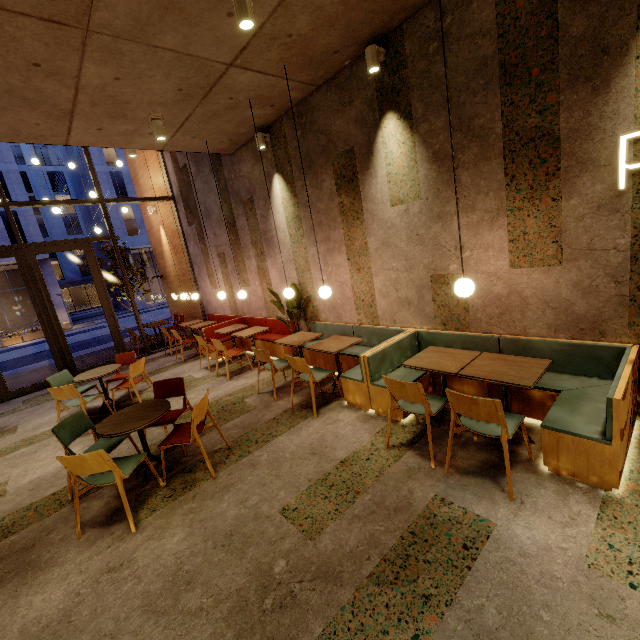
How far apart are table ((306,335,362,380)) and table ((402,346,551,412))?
1.1 meters

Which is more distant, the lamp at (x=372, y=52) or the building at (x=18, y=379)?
→ the building at (x=18, y=379)

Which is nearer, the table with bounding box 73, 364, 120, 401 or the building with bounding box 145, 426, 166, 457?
the building with bounding box 145, 426, 166, 457

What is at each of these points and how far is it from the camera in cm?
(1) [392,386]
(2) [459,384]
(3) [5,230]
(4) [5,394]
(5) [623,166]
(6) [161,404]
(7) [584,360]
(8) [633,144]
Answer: (1) chair, 324
(2) seat, 400
(3) building, 2472
(4) door, 785
(5) art letters, 278
(6) table, 382
(7) seat, 331
(8) building, 272

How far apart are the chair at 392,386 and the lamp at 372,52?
3.9m

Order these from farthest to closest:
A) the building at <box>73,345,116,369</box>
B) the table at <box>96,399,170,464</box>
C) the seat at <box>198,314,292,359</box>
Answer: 1. the building at <box>73,345,116,369</box>
2. the seat at <box>198,314,292,359</box>
3. the table at <box>96,399,170,464</box>

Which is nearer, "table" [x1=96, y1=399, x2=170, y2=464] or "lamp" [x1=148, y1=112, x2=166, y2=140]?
"table" [x1=96, y1=399, x2=170, y2=464]

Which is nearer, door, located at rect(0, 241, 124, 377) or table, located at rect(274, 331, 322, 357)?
table, located at rect(274, 331, 322, 357)
